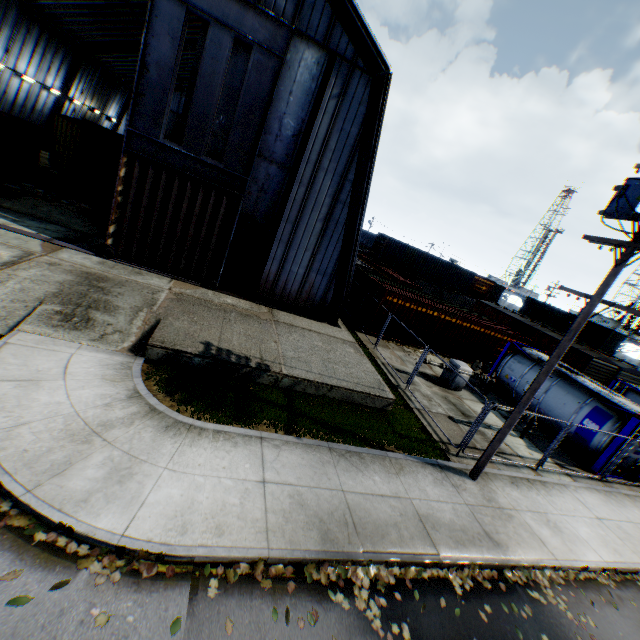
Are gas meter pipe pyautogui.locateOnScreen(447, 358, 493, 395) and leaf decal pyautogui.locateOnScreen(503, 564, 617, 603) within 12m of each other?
yes

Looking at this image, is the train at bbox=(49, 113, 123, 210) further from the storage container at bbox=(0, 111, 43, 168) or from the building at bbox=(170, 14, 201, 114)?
Answer: the building at bbox=(170, 14, 201, 114)

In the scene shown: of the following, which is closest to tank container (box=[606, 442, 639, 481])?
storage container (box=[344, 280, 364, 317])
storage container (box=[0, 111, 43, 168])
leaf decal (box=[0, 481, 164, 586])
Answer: storage container (box=[344, 280, 364, 317])

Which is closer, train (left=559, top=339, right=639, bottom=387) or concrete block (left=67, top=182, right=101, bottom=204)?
concrete block (left=67, top=182, right=101, bottom=204)

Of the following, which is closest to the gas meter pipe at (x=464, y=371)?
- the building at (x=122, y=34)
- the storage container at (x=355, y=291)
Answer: the storage container at (x=355, y=291)

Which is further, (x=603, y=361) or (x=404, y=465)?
(x=603, y=361)

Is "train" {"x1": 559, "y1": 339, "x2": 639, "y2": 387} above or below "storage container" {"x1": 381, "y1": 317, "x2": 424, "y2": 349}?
above

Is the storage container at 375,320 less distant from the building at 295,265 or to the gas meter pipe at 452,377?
the building at 295,265
